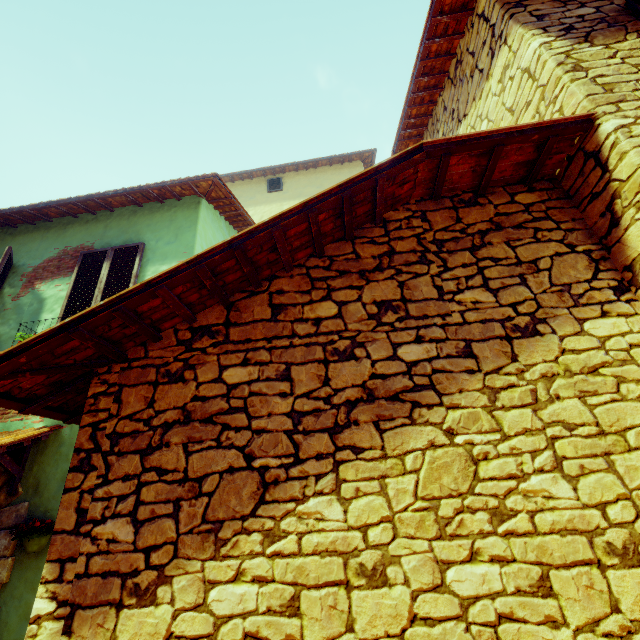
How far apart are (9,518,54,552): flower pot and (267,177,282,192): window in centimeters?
1085cm

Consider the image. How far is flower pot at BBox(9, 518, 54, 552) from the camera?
3.4 meters

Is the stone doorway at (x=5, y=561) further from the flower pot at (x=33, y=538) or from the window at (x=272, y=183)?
the window at (x=272, y=183)

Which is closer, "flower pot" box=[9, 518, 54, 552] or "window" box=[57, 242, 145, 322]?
"flower pot" box=[9, 518, 54, 552]

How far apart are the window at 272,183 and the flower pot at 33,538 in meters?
10.9 m

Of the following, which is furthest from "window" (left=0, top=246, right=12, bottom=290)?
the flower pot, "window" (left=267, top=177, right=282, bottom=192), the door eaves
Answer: "window" (left=267, top=177, right=282, bottom=192)

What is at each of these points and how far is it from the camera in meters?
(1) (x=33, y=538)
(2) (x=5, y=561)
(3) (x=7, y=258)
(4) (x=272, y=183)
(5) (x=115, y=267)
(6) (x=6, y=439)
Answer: (1) flower pot, 3.4
(2) stone doorway, 3.5
(3) window, 5.3
(4) window, 12.0
(5) window, 5.3
(6) door eaves, 3.5
